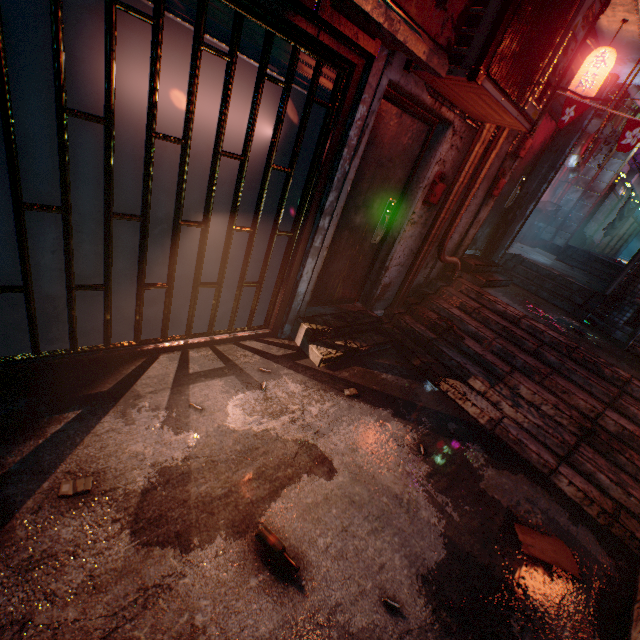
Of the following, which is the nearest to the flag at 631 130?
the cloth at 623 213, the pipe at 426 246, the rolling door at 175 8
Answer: the pipe at 426 246

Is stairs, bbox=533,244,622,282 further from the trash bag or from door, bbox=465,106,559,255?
door, bbox=465,106,559,255

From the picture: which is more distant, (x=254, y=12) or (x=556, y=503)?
(x=556, y=503)

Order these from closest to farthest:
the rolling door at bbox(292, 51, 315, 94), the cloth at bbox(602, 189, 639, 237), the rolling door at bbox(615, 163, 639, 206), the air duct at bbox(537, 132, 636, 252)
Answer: the rolling door at bbox(292, 51, 315, 94)
the air duct at bbox(537, 132, 636, 252)
the cloth at bbox(602, 189, 639, 237)
the rolling door at bbox(615, 163, 639, 206)

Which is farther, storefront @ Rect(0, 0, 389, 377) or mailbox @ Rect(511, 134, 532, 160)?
mailbox @ Rect(511, 134, 532, 160)

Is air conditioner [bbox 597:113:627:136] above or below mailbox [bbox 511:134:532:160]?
above

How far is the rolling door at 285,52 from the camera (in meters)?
1.93

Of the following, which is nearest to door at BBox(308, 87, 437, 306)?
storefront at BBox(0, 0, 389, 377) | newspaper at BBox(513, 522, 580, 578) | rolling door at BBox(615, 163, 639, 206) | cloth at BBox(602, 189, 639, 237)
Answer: storefront at BBox(0, 0, 389, 377)
